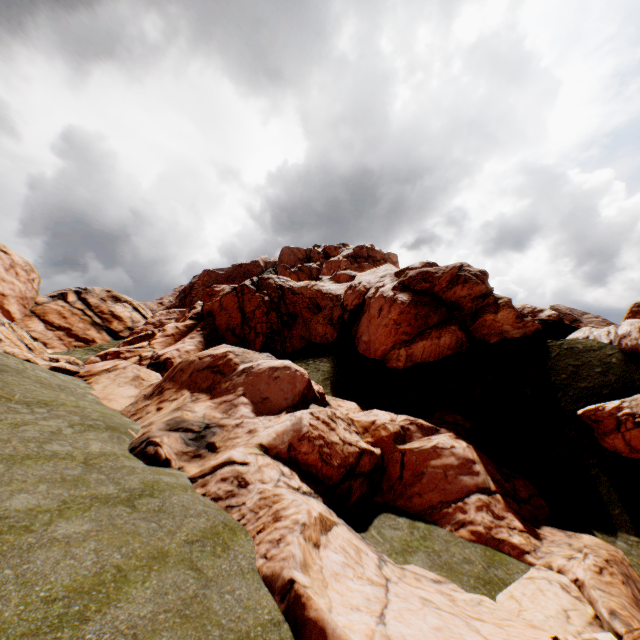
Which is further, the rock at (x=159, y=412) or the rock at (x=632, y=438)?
the rock at (x=632, y=438)

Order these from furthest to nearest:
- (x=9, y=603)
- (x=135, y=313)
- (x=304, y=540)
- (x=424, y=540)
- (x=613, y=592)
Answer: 1. (x=135, y=313)
2. (x=424, y=540)
3. (x=613, y=592)
4. (x=304, y=540)
5. (x=9, y=603)

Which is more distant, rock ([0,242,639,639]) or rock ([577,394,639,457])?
rock ([577,394,639,457])
